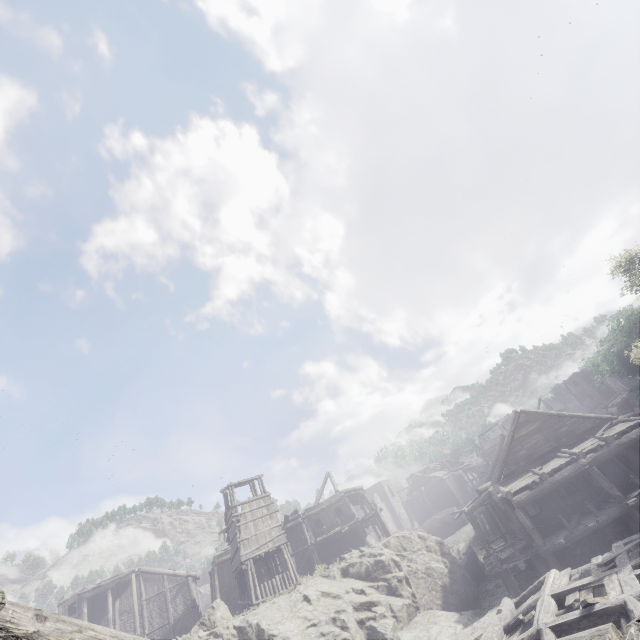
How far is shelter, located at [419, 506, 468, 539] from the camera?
43.8 meters

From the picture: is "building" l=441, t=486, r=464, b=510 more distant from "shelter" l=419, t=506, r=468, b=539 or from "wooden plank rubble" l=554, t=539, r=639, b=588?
"shelter" l=419, t=506, r=468, b=539

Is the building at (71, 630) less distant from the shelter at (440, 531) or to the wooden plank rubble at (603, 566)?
the wooden plank rubble at (603, 566)

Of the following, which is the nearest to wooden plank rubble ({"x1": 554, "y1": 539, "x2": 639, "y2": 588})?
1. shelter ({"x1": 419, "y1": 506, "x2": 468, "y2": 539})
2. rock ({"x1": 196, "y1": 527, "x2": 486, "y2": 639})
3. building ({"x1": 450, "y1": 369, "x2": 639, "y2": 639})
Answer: building ({"x1": 450, "y1": 369, "x2": 639, "y2": 639})

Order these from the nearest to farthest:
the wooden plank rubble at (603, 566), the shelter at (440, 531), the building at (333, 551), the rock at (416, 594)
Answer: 1. the wooden plank rubble at (603, 566)
2. the rock at (416, 594)
3. the building at (333, 551)
4. the shelter at (440, 531)

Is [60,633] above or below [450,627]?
above

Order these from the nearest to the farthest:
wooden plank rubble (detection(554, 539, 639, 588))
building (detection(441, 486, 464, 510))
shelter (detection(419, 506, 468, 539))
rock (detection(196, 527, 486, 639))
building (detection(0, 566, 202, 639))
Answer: building (detection(0, 566, 202, 639)), wooden plank rubble (detection(554, 539, 639, 588)), rock (detection(196, 527, 486, 639)), shelter (detection(419, 506, 468, 539)), building (detection(441, 486, 464, 510))
